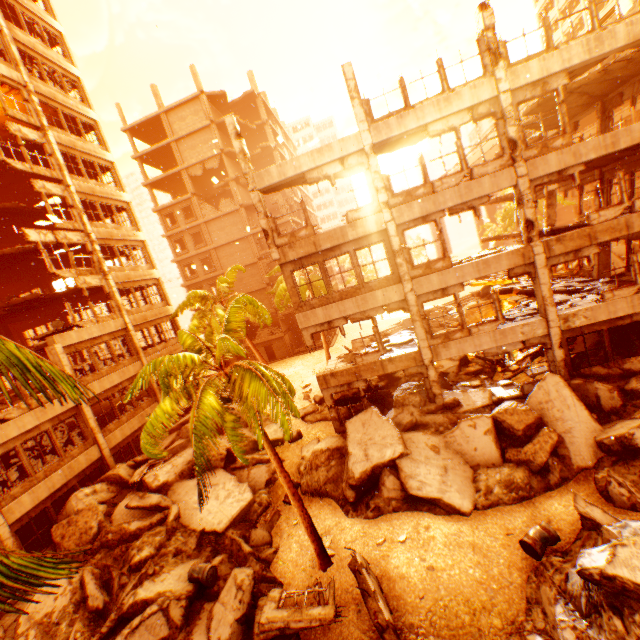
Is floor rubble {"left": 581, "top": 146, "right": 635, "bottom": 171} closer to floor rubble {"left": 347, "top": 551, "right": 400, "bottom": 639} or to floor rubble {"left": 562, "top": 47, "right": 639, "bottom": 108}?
floor rubble {"left": 562, "top": 47, "right": 639, "bottom": 108}

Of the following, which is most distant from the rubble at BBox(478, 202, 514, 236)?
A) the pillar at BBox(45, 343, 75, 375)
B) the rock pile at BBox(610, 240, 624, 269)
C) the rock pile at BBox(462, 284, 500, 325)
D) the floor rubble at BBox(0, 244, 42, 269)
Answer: the rock pile at BBox(462, 284, 500, 325)

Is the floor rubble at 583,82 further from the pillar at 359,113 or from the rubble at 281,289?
the rubble at 281,289

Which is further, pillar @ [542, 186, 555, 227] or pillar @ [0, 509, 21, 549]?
pillar @ [542, 186, 555, 227]

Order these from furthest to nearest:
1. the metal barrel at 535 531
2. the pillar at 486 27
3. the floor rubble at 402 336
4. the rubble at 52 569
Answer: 1. the floor rubble at 402 336
2. the pillar at 486 27
3. the metal barrel at 535 531
4. the rubble at 52 569

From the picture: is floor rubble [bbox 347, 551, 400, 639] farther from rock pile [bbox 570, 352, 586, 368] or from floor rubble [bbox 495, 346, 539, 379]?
floor rubble [bbox 495, 346, 539, 379]

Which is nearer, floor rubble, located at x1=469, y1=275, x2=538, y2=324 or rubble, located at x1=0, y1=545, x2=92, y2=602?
rubble, located at x1=0, y1=545, x2=92, y2=602

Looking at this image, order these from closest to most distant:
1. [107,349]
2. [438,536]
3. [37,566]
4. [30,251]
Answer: [37,566], [438,536], [30,251], [107,349]
